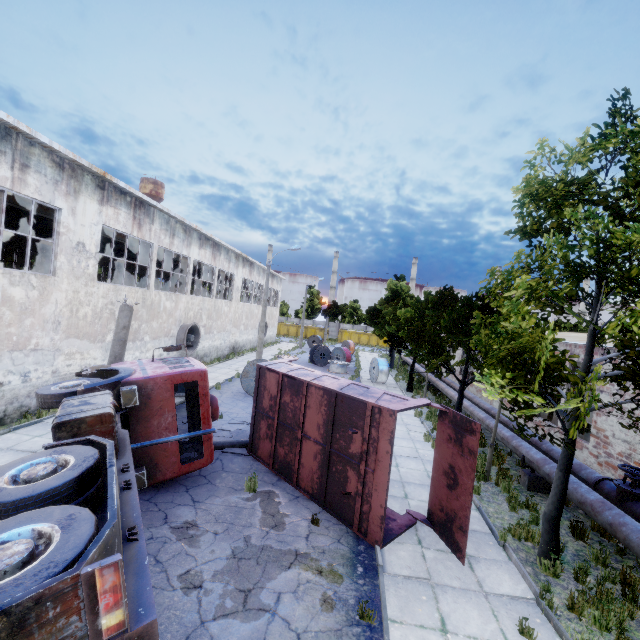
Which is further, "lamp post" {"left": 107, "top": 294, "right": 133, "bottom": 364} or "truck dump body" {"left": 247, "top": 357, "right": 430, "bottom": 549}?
"lamp post" {"left": 107, "top": 294, "right": 133, "bottom": 364}

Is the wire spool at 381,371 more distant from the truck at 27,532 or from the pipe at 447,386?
the truck at 27,532

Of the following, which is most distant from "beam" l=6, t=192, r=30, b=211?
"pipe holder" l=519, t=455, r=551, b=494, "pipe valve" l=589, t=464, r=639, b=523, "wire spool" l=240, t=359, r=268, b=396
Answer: "pipe valve" l=589, t=464, r=639, b=523

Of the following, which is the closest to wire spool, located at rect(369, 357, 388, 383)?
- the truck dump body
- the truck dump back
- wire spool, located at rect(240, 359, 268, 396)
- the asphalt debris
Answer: wire spool, located at rect(240, 359, 268, 396)

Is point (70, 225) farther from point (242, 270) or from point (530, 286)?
point (242, 270)

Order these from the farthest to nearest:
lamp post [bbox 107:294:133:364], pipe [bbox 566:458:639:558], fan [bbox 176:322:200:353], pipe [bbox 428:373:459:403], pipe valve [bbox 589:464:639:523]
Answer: fan [bbox 176:322:200:353] < pipe [bbox 428:373:459:403] < lamp post [bbox 107:294:133:364] < pipe valve [bbox 589:464:639:523] < pipe [bbox 566:458:639:558]

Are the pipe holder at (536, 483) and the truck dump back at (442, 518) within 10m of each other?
yes

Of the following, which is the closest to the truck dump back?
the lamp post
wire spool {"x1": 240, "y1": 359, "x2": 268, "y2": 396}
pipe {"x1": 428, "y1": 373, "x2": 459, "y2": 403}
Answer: pipe {"x1": 428, "y1": 373, "x2": 459, "y2": 403}
